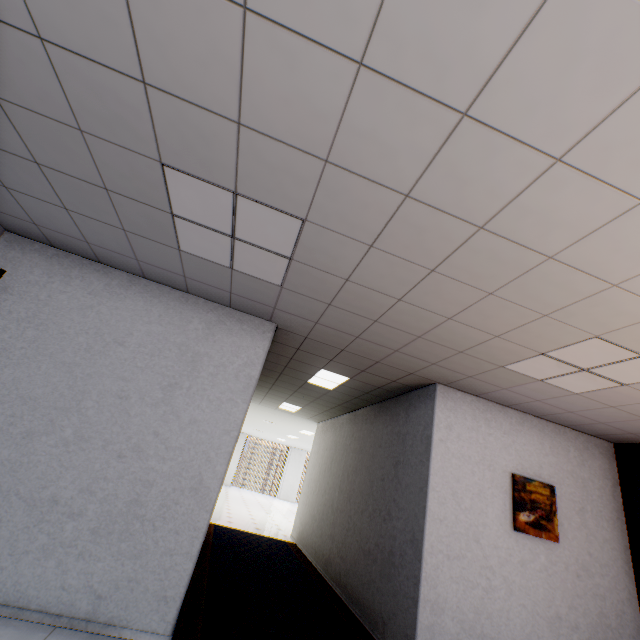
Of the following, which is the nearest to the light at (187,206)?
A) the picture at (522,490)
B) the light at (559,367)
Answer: the light at (559,367)

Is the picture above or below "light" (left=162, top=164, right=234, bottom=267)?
below

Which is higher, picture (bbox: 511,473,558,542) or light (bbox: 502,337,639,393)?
light (bbox: 502,337,639,393)

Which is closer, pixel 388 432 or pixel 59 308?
pixel 59 308

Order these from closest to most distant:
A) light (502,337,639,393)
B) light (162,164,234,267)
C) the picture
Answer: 1. light (162,164,234,267)
2. light (502,337,639,393)
3. the picture

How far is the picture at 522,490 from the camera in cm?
392

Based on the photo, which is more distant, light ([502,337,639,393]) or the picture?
the picture

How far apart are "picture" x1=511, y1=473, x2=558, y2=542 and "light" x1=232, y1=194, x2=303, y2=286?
3.84m
